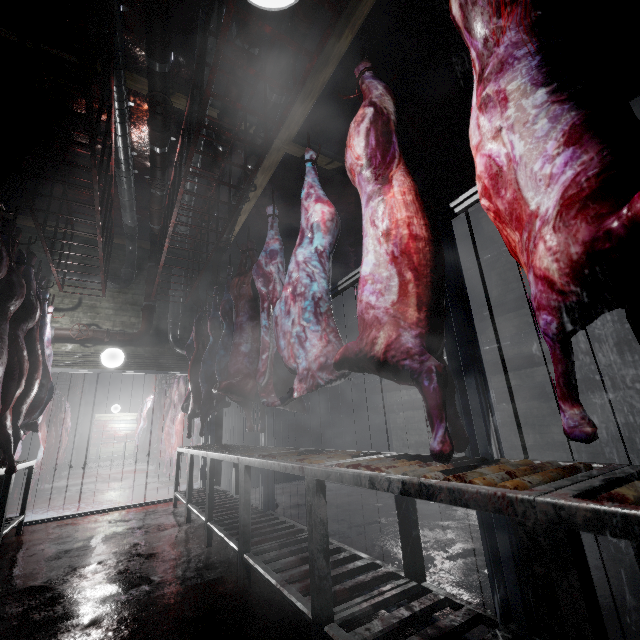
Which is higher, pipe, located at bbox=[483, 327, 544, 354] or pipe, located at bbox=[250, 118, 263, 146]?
pipe, located at bbox=[250, 118, 263, 146]

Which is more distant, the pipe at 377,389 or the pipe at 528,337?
the pipe at 377,389

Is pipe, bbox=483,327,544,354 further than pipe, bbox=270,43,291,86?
Yes

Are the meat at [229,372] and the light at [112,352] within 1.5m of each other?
no

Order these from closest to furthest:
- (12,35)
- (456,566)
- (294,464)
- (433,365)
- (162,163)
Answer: (433,365) < (294,464) < (456,566) < (12,35) < (162,163)

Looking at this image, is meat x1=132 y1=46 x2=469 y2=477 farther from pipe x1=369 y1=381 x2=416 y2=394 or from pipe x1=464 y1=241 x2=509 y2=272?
pipe x1=369 y1=381 x2=416 y2=394

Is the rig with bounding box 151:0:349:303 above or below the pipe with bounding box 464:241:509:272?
below

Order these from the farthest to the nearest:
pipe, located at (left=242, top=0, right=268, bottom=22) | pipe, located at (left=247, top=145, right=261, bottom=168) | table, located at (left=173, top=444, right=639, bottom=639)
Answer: pipe, located at (left=247, top=145, right=261, bottom=168), pipe, located at (left=242, top=0, right=268, bottom=22), table, located at (left=173, top=444, right=639, bottom=639)
